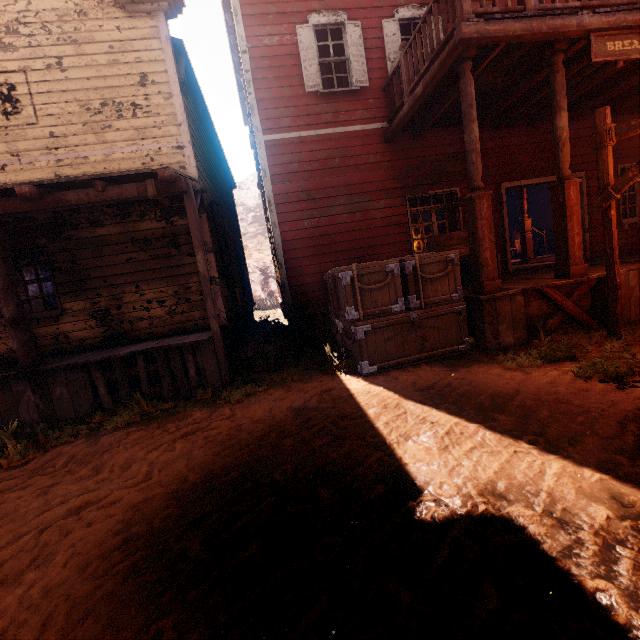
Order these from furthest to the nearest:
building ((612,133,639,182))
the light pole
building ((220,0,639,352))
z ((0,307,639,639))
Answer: building ((612,133,639,182)) < building ((220,0,639,352)) < the light pole < z ((0,307,639,639))

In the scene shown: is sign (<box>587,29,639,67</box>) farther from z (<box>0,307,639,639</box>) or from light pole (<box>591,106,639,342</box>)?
z (<box>0,307,639,639</box>)

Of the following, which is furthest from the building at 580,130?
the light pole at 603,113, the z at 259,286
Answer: the light pole at 603,113

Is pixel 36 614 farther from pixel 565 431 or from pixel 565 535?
pixel 565 431

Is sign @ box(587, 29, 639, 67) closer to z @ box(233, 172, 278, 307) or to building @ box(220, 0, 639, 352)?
building @ box(220, 0, 639, 352)

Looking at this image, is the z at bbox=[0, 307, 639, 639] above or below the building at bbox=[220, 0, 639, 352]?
below

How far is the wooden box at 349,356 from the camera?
5.2 meters
